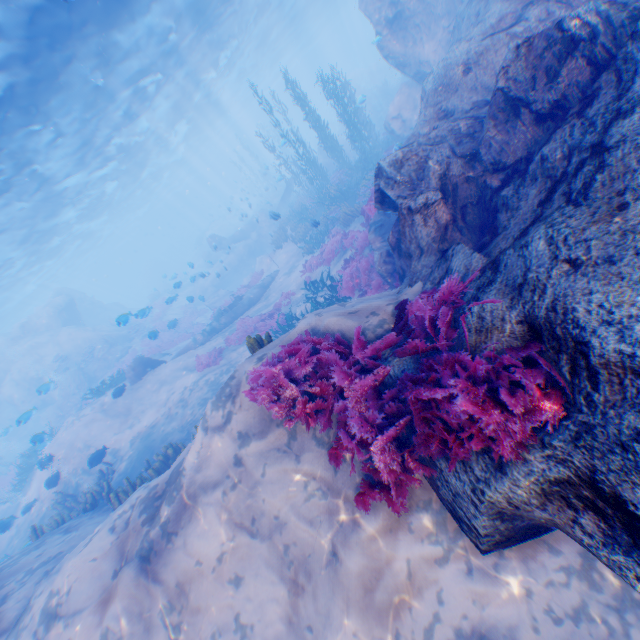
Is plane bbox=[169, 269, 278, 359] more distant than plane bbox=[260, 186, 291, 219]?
Yes

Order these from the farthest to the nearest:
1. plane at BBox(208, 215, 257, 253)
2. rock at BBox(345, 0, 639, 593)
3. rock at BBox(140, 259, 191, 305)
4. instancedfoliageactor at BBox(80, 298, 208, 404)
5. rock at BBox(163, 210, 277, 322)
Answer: rock at BBox(140, 259, 191, 305)
plane at BBox(208, 215, 257, 253)
rock at BBox(163, 210, 277, 322)
instancedfoliageactor at BBox(80, 298, 208, 404)
rock at BBox(345, 0, 639, 593)

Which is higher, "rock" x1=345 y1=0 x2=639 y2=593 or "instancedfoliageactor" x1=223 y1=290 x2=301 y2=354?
"rock" x1=345 y1=0 x2=639 y2=593

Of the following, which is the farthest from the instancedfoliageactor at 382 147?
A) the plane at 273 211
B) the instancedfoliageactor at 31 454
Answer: the instancedfoliageactor at 31 454

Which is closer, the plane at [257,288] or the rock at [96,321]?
the plane at [257,288]

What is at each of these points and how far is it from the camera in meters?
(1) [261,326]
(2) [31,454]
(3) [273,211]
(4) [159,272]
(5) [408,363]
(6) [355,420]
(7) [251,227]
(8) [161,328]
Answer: (1) instancedfoliageactor, 14.7
(2) instancedfoliageactor, 17.1
(3) plane, 34.3
(4) rock, 52.5
(5) rock, 4.0
(6) instancedfoliageactor, 3.9
(7) plane, 33.0
(8) instancedfoliageactor, 26.4

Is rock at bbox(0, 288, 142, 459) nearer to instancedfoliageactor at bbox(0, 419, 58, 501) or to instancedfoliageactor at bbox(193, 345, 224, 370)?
instancedfoliageactor at bbox(193, 345, 224, 370)

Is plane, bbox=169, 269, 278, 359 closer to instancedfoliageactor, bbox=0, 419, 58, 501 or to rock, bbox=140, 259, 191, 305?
rock, bbox=140, 259, 191, 305
